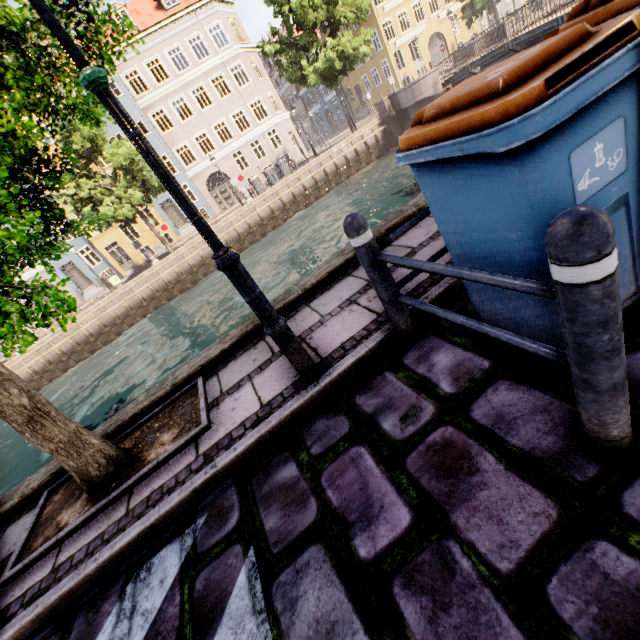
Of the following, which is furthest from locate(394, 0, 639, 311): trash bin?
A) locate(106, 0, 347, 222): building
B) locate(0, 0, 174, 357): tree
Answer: locate(106, 0, 347, 222): building

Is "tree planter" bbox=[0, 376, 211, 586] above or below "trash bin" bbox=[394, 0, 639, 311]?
below

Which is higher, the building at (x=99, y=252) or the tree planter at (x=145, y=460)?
the building at (x=99, y=252)

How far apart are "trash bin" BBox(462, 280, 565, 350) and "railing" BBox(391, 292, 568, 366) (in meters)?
0.28

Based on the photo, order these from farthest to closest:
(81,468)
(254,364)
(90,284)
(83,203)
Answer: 1. (90,284)
2. (83,203)
3. (254,364)
4. (81,468)

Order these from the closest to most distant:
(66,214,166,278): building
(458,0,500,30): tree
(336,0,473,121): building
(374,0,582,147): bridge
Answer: (374,0,582,147): bridge < (458,0,500,30): tree < (66,214,166,278): building < (336,0,473,121): building

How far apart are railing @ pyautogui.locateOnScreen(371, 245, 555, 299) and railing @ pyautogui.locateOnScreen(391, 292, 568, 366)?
0.3m

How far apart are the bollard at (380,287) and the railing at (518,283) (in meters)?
0.02
